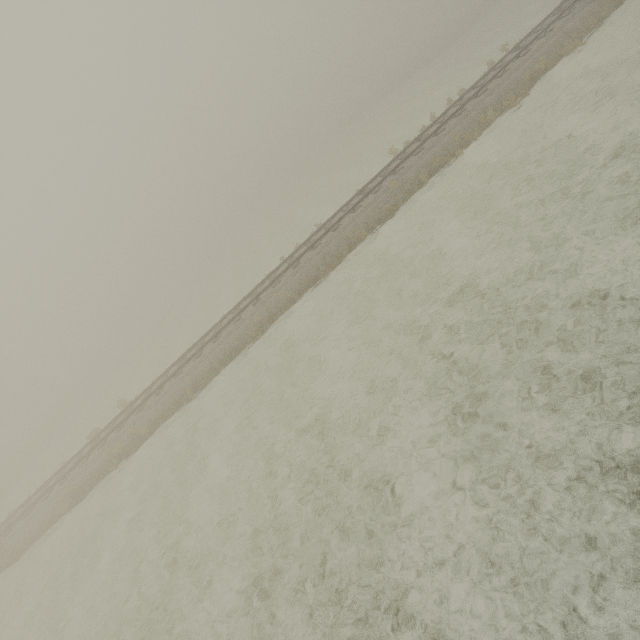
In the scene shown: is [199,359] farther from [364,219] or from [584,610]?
[584,610]
